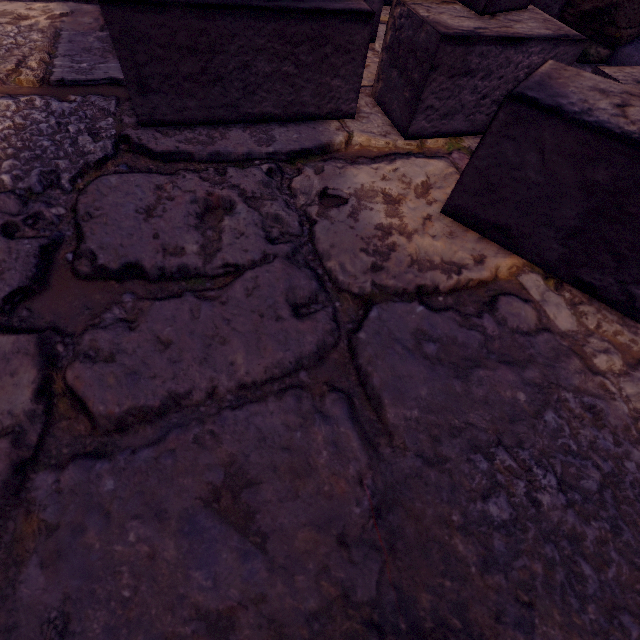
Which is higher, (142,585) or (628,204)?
(628,204)
